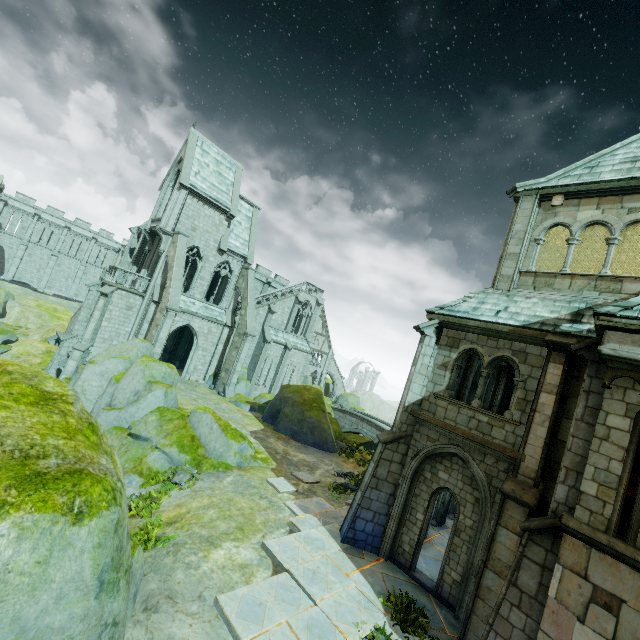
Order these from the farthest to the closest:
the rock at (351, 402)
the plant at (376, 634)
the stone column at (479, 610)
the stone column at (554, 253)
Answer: the rock at (351, 402)
the stone column at (554, 253)
the plant at (376, 634)
the stone column at (479, 610)

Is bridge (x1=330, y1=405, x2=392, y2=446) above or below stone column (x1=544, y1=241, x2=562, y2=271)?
below

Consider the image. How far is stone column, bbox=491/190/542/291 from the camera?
11.41m

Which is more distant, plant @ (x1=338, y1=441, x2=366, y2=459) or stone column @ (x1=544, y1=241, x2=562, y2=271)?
plant @ (x1=338, y1=441, x2=366, y2=459)

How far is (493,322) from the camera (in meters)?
10.12

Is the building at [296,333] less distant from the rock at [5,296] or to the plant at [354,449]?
the plant at [354,449]

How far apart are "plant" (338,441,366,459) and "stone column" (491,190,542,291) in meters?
14.8 m

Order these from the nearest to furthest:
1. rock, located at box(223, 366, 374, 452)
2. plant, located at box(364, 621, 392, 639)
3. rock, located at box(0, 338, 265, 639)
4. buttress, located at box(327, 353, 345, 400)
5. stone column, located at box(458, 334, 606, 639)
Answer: rock, located at box(0, 338, 265, 639), stone column, located at box(458, 334, 606, 639), plant, located at box(364, 621, 392, 639), rock, located at box(223, 366, 374, 452), buttress, located at box(327, 353, 345, 400)
